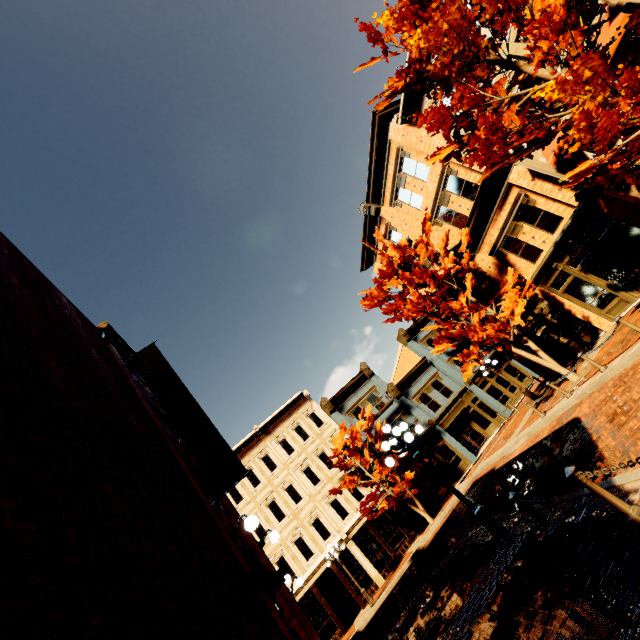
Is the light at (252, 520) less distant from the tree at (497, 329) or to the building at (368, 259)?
the tree at (497, 329)

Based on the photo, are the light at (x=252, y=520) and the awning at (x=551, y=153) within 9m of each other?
no

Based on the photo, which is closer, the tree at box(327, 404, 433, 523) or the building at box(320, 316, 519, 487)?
the tree at box(327, 404, 433, 523)

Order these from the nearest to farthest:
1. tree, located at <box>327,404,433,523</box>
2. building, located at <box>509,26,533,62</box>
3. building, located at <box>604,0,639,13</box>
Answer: building, located at <box>604,0,639,13</box>, building, located at <box>509,26,533,62</box>, tree, located at <box>327,404,433,523</box>

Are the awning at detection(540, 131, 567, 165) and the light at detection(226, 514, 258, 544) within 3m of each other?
no

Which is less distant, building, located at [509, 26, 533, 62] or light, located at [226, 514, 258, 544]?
light, located at [226, 514, 258, 544]

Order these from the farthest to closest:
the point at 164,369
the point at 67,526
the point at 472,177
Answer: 1. the point at 472,177
2. the point at 164,369
3. the point at 67,526

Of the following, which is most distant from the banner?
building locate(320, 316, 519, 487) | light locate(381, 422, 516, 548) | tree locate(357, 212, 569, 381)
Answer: building locate(320, 316, 519, 487)
